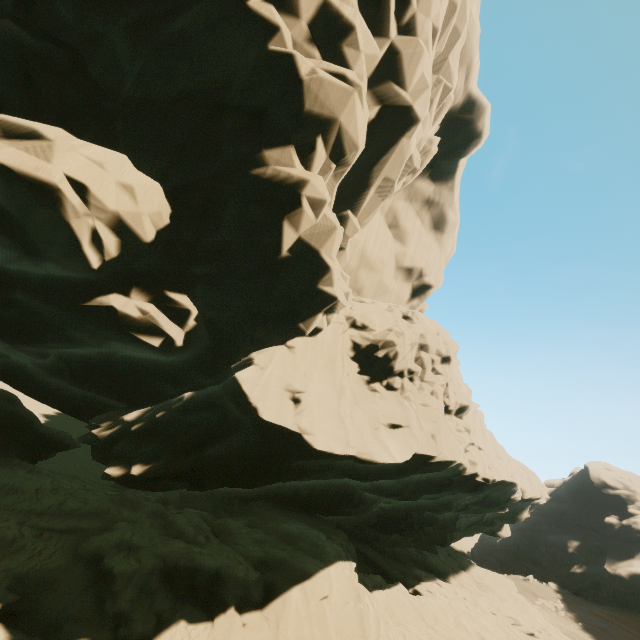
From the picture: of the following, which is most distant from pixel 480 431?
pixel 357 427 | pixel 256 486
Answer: pixel 256 486
